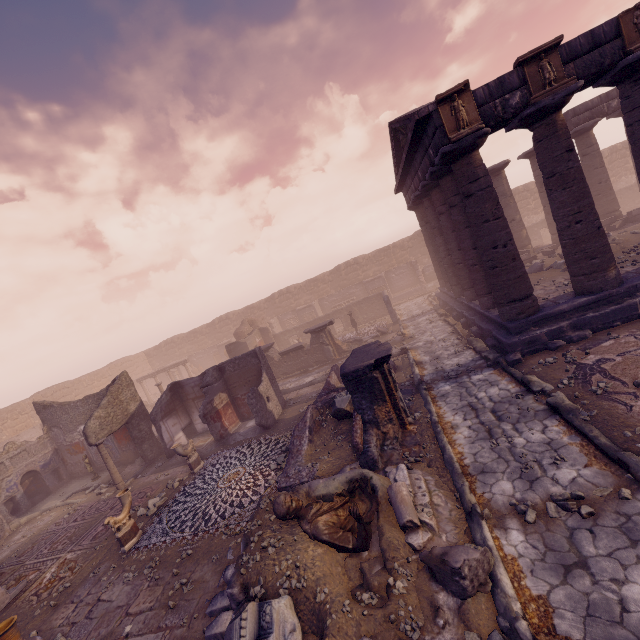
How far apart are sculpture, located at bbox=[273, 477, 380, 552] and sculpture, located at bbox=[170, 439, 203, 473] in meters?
7.0 m

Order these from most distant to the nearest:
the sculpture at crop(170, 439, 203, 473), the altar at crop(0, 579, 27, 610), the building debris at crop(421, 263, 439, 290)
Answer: the building debris at crop(421, 263, 439, 290), the sculpture at crop(170, 439, 203, 473), the altar at crop(0, 579, 27, 610)

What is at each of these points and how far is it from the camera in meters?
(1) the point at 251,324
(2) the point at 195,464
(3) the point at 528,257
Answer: (1) wall arch, 29.4 m
(2) sculpture, 11.4 m
(3) stone blocks, 16.4 m

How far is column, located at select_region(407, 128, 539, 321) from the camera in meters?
9.1 m

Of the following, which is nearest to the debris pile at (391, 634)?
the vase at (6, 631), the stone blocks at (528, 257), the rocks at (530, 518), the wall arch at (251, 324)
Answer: the rocks at (530, 518)

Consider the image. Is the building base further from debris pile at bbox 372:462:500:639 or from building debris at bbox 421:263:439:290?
building debris at bbox 421:263:439:290

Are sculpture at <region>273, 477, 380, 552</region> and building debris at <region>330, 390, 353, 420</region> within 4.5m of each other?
yes

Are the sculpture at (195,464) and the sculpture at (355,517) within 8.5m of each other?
yes
